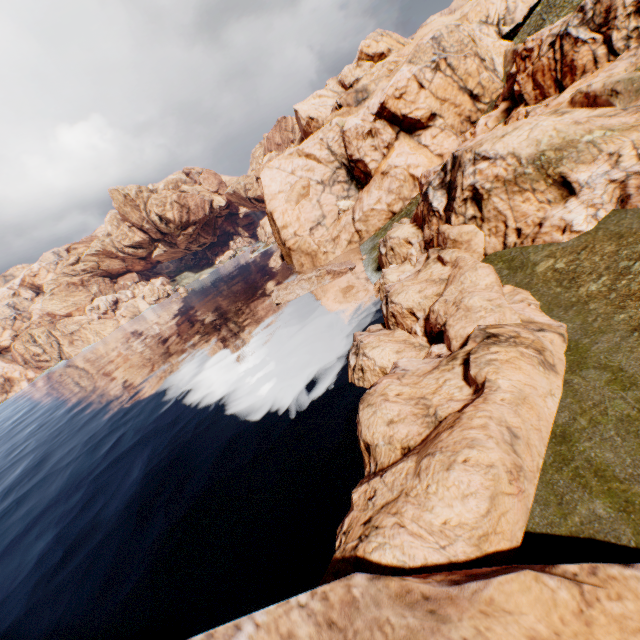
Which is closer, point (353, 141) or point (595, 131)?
point (595, 131)

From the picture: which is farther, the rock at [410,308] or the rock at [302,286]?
the rock at [302,286]

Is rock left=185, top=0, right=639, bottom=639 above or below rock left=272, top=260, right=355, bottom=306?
above

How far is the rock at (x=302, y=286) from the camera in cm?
4508

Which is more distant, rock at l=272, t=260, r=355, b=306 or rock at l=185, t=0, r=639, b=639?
rock at l=272, t=260, r=355, b=306

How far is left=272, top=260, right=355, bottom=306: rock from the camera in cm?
4508
